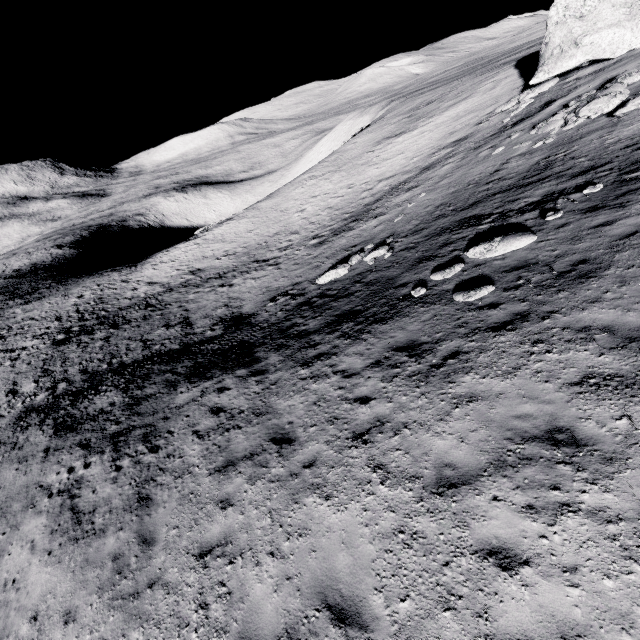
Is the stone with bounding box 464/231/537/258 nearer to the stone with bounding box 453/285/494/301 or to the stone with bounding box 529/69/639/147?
the stone with bounding box 453/285/494/301

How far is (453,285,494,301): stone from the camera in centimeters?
896cm

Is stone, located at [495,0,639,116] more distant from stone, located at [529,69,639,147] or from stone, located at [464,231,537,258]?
stone, located at [464,231,537,258]

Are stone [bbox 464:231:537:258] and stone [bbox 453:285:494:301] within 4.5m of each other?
yes

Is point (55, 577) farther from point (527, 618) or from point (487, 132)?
point (487, 132)

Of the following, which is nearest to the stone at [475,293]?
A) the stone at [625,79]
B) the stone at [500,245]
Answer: the stone at [500,245]

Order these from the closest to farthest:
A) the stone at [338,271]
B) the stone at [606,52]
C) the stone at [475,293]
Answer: the stone at [475,293]
the stone at [338,271]
the stone at [606,52]

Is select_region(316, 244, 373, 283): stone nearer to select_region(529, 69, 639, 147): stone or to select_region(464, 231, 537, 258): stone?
select_region(464, 231, 537, 258): stone
